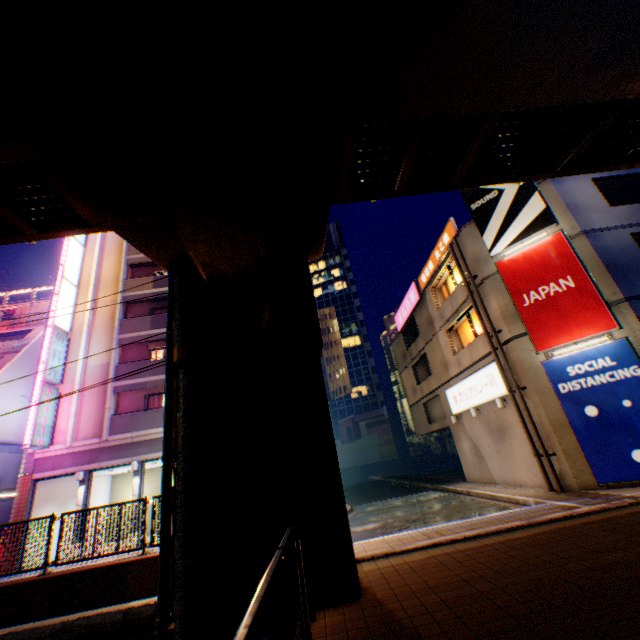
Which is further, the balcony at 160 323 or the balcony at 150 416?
the balcony at 160 323

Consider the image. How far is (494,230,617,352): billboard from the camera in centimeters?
1178cm

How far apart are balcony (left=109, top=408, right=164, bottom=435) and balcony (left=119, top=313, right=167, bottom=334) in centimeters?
508cm

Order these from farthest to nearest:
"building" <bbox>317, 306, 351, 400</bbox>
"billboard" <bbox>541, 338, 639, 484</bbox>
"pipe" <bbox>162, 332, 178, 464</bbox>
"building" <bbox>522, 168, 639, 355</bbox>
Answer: "building" <bbox>317, 306, 351, 400</bbox>
"building" <bbox>522, 168, 639, 355</bbox>
"billboard" <bbox>541, 338, 639, 484</bbox>
"pipe" <bbox>162, 332, 178, 464</bbox>

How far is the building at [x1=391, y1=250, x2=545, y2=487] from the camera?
14.5 meters

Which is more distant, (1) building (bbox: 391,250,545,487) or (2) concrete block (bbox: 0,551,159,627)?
(1) building (bbox: 391,250,545,487)

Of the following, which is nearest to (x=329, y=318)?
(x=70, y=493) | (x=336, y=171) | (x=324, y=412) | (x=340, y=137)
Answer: (x=70, y=493)

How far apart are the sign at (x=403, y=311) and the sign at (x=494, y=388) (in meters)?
6.02
